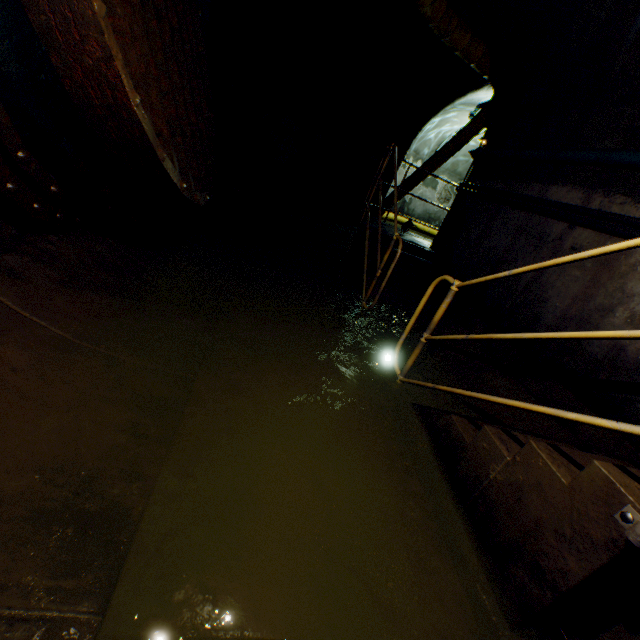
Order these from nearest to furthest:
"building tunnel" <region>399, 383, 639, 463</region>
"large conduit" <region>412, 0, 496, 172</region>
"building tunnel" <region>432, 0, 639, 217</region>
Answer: "building tunnel" <region>399, 383, 639, 463</region> < "building tunnel" <region>432, 0, 639, 217</region> < "large conduit" <region>412, 0, 496, 172</region>

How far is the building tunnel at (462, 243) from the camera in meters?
3.3 m

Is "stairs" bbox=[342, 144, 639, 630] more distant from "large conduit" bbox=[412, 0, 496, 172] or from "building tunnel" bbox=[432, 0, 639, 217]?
"large conduit" bbox=[412, 0, 496, 172]

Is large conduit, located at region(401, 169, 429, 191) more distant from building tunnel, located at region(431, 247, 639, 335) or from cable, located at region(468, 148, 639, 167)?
cable, located at region(468, 148, 639, 167)

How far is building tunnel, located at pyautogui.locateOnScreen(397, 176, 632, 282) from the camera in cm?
329

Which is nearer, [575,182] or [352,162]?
[575,182]

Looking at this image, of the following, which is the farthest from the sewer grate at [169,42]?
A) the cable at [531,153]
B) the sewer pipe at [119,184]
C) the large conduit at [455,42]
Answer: the cable at [531,153]
